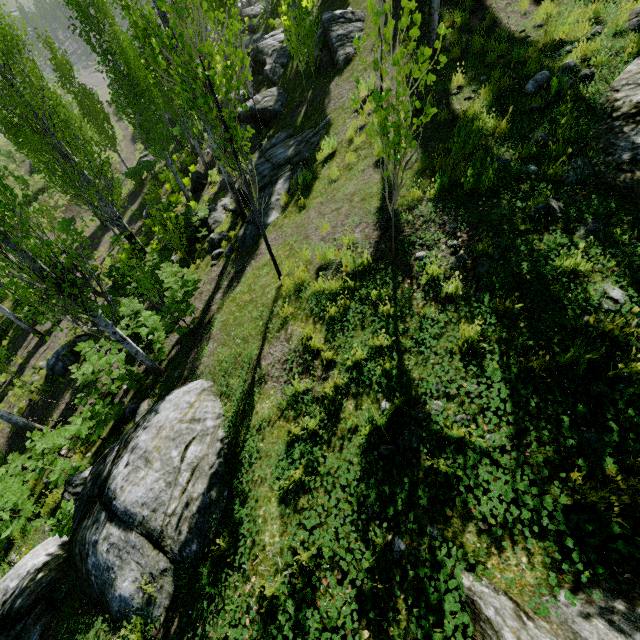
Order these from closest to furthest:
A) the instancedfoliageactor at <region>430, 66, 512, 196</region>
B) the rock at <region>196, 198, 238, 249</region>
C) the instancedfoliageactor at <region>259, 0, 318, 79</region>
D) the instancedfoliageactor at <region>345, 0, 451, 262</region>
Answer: the instancedfoliageactor at <region>345, 0, 451, 262</region>, the instancedfoliageactor at <region>430, 66, 512, 196</region>, the instancedfoliageactor at <region>259, 0, 318, 79</region>, the rock at <region>196, 198, 238, 249</region>

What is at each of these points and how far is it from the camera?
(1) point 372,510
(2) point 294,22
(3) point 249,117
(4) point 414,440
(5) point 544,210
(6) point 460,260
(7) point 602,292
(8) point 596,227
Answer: (1) instancedfoliageactor, 3.0m
(2) instancedfoliageactor, 9.9m
(3) rock, 15.8m
(4) instancedfoliageactor, 3.2m
(5) rock, 4.2m
(6) instancedfoliageactor, 4.4m
(7) rock, 3.2m
(8) rock, 3.8m

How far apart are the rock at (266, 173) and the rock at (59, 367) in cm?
814

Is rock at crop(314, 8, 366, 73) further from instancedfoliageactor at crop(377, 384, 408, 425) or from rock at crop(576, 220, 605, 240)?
rock at crop(576, 220, 605, 240)

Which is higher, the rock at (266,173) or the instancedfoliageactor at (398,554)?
the instancedfoliageactor at (398,554)

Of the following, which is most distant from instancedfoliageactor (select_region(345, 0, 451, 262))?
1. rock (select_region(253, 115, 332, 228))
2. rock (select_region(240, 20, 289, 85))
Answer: rock (select_region(240, 20, 289, 85))

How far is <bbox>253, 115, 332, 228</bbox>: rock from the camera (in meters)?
9.43

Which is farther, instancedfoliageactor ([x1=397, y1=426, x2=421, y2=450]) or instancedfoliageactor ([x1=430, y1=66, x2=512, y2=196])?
instancedfoliageactor ([x1=430, y1=66, x2=512, y2=196])
